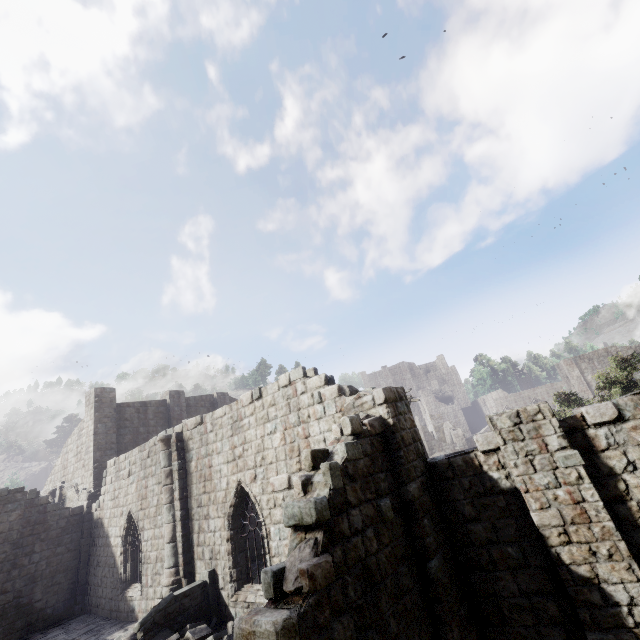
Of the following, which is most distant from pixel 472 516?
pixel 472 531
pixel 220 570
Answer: pixel 220 570

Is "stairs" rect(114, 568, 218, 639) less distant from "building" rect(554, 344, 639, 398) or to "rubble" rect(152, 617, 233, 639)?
"rubble" rect(152, 617, 233, 639)

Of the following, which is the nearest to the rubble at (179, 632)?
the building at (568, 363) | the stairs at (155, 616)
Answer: the stairs at (155, 616)

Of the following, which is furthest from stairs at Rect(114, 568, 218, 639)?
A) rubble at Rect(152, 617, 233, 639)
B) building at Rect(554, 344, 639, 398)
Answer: building at Rect(554, 344, 639, 398)

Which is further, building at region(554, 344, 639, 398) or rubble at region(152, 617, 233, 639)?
building at region(554, 344, 639, 398)

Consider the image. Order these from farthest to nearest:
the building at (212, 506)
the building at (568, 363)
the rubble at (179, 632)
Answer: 1. the building at (568, 363)
2. the rubble at (179, 632)
3. the building at (212, 506)

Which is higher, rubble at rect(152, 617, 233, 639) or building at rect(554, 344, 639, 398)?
building at rect(554, 344, 639, 398)

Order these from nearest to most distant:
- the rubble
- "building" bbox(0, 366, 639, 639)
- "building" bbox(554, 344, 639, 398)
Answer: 1. "building" bbox(0, 366, 639, 639)
2. the rubble
3. "building" bbox(554, 344, 639, 398)
